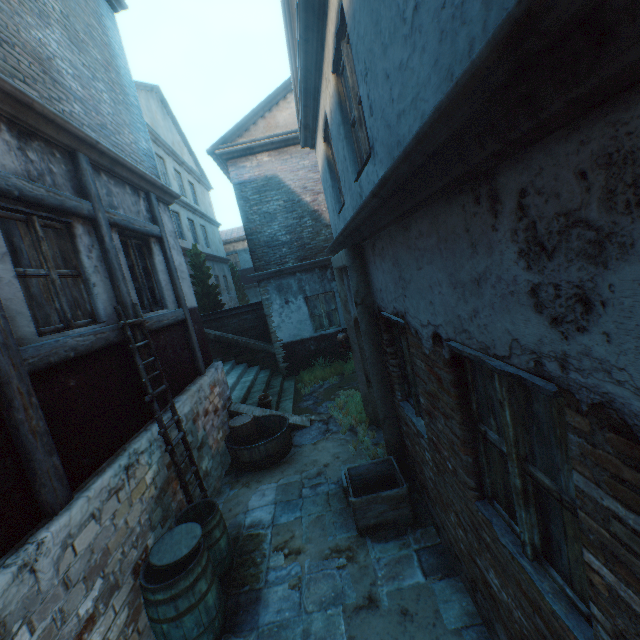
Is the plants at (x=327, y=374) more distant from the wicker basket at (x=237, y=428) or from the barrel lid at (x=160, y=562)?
the barrel lid at (x=160, y=562)

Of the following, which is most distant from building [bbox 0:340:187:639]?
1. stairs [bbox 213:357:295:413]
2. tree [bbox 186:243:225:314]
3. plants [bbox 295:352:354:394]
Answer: tree [bbox 186:243:225:314]

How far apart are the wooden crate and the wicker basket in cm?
254

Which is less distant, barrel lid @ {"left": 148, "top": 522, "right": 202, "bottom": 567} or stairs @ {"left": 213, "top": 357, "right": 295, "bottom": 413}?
barrel lid @ {"left": 148, "top": 522, "right": 202, "bottom": 567}

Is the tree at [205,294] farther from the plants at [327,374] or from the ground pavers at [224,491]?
the ground pavers at [224,491]

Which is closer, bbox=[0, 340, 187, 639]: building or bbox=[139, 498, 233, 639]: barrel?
bbox=[0, 340, 187, 639]: building

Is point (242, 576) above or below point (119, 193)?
below

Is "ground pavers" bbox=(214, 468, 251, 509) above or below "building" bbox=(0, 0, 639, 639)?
below
